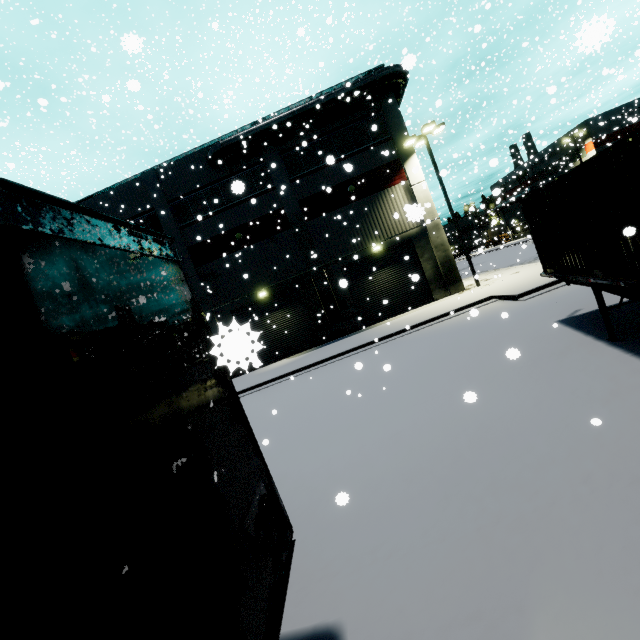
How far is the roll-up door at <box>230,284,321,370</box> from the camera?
1.02m

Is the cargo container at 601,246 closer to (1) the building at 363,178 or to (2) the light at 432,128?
(1) the building at 363,178

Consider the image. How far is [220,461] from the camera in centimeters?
220cm

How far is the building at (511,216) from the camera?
54.0m

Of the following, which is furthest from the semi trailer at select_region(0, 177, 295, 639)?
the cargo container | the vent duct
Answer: the vent duct

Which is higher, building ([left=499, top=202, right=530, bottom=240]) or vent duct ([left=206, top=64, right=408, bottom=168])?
vent duct ([left=206, top=64, right=408, bottom=168])

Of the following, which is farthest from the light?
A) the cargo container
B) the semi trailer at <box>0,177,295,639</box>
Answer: the cargo container
